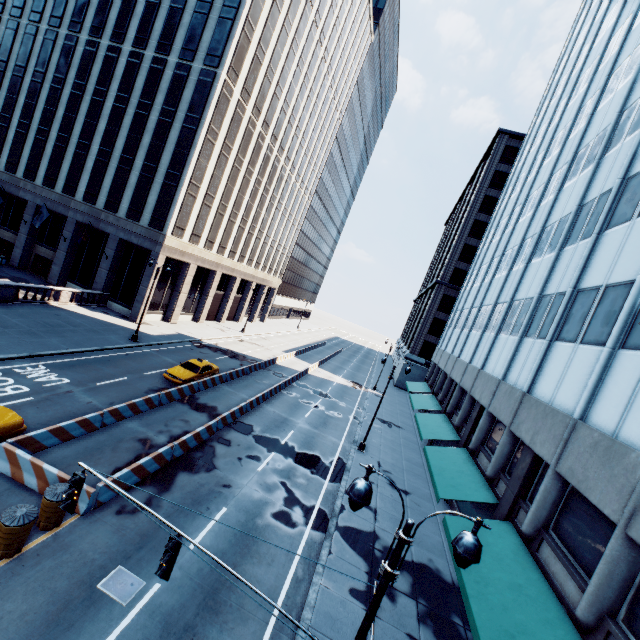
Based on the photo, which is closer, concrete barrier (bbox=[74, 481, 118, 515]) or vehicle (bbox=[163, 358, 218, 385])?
concrete barrier (bbox=[74, 481, 118, 515])

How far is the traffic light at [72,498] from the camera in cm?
666

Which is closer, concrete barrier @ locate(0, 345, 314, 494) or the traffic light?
the traffic light

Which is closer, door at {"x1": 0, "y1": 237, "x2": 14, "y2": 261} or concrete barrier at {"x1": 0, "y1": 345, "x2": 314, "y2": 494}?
concrete barrier at {"x1": 0, "y1": 345, "x2": 314, "y2": 494}

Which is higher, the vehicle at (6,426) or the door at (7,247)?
the door at (7,247)

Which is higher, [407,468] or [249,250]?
[249,250]

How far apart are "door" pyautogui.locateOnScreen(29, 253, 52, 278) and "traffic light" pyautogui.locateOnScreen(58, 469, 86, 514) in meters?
40.7

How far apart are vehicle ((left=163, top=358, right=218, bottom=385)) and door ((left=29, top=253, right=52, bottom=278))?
24.5 meters
